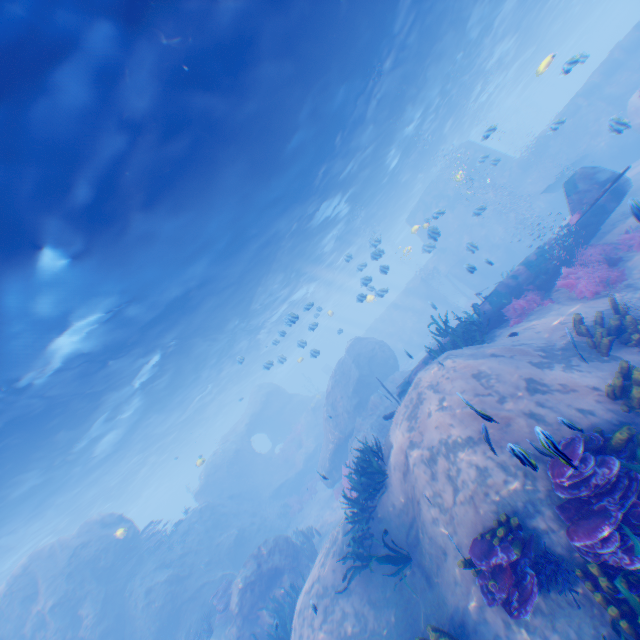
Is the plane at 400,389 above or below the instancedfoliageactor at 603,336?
above

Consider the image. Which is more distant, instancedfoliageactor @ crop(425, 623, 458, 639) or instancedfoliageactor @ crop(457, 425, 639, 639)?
instancedfoliageactor @ crop(425, 623, 458, 639)

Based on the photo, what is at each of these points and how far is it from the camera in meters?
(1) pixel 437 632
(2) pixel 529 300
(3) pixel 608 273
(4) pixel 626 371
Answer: (1) instancedfoliageactor, 5.4
(2) instancedfoliageactor, 10.7
(3) instancedfoliageactor, 9.0
(4) instancedfoliageactor, 6.2

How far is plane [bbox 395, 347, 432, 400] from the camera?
12.05m

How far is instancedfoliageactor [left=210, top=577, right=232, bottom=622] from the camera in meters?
13.2 m

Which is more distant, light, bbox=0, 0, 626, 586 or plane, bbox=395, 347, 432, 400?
plane, bbox=395, 347, 432, 400

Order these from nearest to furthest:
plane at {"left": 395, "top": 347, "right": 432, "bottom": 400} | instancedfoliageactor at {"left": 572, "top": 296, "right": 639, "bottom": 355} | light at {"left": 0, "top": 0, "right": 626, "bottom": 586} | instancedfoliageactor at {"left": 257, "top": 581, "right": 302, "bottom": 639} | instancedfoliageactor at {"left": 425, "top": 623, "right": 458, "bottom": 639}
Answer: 1. instancedfoliageactor at {"left": 425, "top": 623, "right": 458, "bottom": 639}
2. light at {"left": 0, "top": 0, "right": 626, "bottom": 586}
3. instancedfoliageactor at {"left": 572, "top": 296, "right": 639, "bottom": 355}
4. instancedfoliageactor at {"left": 257, "top": 581, "right": 302, "bottom": 639}
5. plane at {"left": 395, "top": 347, "right": 432, "bottom": 400}

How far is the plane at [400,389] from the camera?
12.1m
